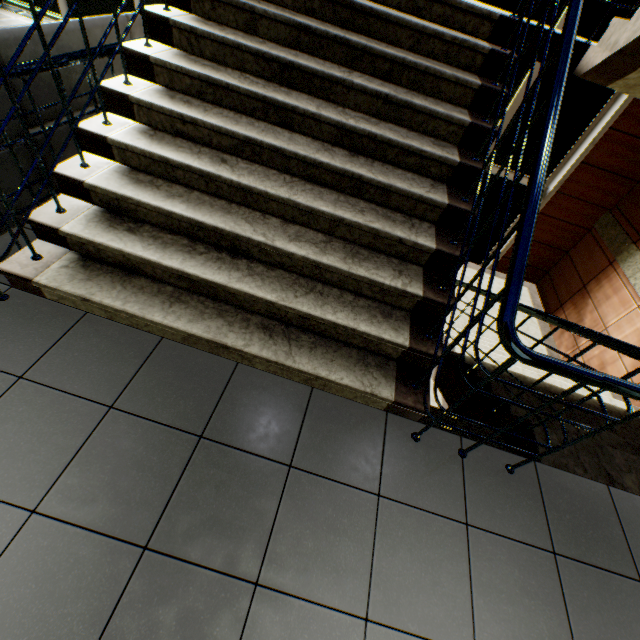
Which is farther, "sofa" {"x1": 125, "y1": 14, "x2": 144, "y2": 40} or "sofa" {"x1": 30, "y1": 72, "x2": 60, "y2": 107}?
"sofa" {"x1": 125, "y1": 14, "x2": 144, "y2": 40}

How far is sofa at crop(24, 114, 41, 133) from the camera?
2.05m

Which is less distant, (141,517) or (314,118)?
(141,517)

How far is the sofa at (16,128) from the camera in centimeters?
193cm
